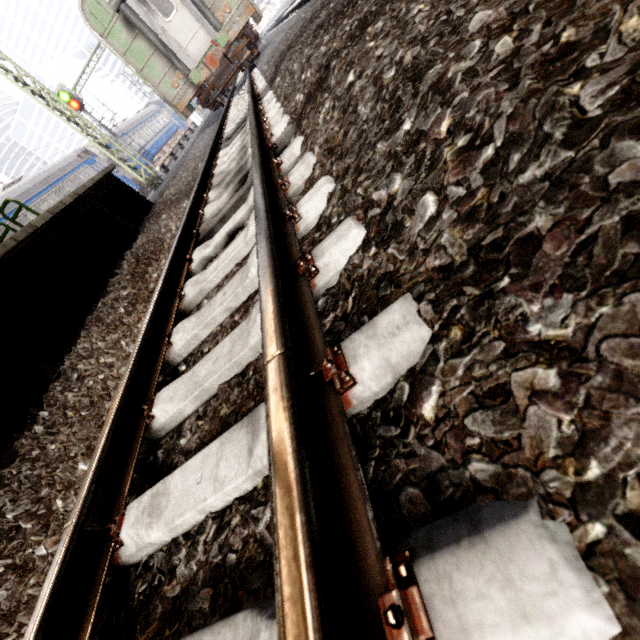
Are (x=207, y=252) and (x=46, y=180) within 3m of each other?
no

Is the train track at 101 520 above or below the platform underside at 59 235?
below

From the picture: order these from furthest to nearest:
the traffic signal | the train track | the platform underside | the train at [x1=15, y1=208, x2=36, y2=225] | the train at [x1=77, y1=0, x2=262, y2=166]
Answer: the traffic signal < the train at [x1=15, y1=208, x2=36, y2=225] < the train at [x1=77, y1=0, x2=262, y2=166] < the platform underside < the train track

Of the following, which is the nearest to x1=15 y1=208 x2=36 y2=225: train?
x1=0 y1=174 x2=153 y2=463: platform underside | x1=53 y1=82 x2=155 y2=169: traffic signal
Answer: x1=0 y1=174 x2=153 y2=463: platform underside

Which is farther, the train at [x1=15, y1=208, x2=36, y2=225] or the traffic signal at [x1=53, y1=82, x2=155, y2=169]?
the traffic signal at [x1=53, y1=82, x2=155, y2=169]

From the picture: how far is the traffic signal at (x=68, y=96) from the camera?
16.59m

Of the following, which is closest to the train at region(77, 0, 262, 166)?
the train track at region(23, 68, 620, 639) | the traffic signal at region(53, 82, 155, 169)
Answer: the train track at region(23, 68, 620, 639)
